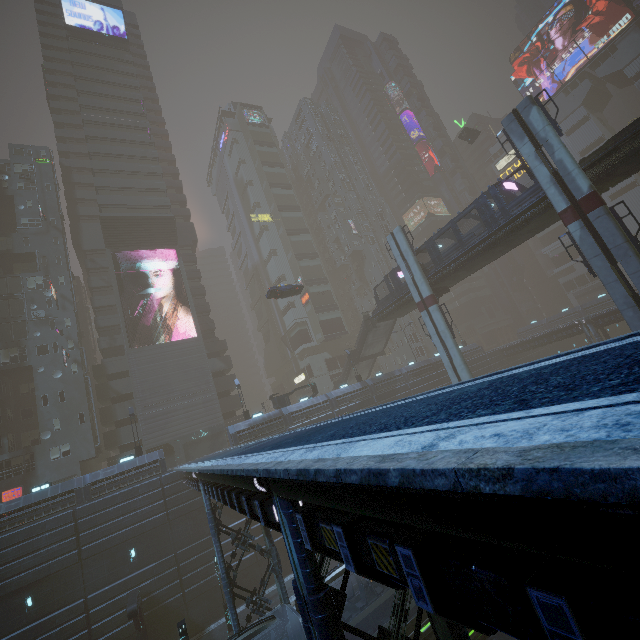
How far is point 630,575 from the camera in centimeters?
207cm

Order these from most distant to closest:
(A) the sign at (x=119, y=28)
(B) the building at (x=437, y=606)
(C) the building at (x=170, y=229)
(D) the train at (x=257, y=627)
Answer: (A) the sign at (x=119, y=28)
(C) the building at (x=170, y=229)
(D) the train at (x=257, y=627)
(B) the building at (x=437, y=606)

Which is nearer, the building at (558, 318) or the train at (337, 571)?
the train at (337, 571)

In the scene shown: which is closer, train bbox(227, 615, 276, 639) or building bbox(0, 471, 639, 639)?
building bbox(0, 471, 639, 639)

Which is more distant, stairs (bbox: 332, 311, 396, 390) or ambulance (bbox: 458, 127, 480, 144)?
ambulance (bbox: 458, 127, 480, 144)

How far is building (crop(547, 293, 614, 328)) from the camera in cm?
5238

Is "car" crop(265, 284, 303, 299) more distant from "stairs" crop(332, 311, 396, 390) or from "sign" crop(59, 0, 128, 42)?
"sign" crop(59, 0, 128, 42)
